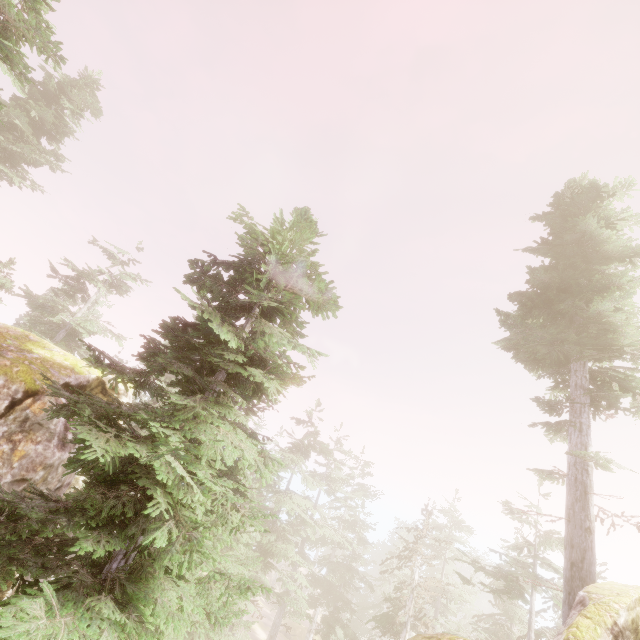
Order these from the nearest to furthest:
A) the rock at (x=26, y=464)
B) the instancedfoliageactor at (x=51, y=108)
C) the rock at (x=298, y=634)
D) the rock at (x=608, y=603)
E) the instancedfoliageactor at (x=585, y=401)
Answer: the instancedfoliageactor at (x=585, y=401) → the rock at (x=608, y=603) → the instancedfoliageactor at (x=51, y=108) → the rock at (x=26, y=464) → the rock at (x=298, y=634)

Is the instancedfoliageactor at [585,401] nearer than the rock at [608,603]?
Yes

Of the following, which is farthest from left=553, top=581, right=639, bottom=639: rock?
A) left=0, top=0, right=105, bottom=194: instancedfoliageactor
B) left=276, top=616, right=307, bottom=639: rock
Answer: left=276, top=616, right=307, bottom=639: rock

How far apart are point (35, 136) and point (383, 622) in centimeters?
4675cm

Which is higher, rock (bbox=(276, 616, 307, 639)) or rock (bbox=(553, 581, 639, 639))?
rock (bbox=(553, 581, 639, 639))

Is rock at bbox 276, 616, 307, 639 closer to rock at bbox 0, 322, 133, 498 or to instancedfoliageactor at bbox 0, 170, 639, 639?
instancedfoliageactor at bbox 0, 170, 639, 639
